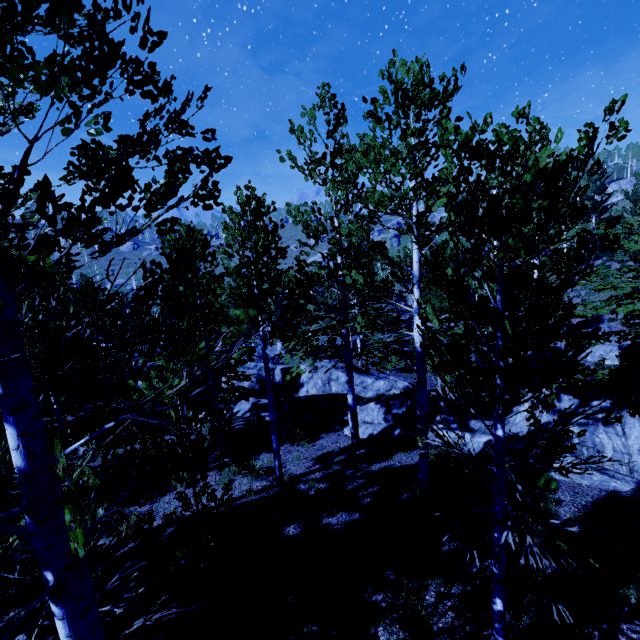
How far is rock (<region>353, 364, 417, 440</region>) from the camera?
12.1 meters

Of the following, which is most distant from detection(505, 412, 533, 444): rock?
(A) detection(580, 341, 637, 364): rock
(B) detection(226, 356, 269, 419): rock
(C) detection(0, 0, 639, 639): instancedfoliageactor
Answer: (A) detection(580, 341, 637, 364): rock

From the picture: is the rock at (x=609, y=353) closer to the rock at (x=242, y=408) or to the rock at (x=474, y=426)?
the rock at (x=474, y=426)

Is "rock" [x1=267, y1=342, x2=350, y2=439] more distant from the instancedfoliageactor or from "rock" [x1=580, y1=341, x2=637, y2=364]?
"rock" [x1=580, y1=341, x2=637, y2=364]

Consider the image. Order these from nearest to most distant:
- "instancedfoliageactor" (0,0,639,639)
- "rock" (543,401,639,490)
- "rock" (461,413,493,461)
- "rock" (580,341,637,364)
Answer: "instancedfoliageactor" (0,0,639,639), "rock" (543,401,639,490), "rock" (461,413,493,461), "rock" (580,341,637,364)

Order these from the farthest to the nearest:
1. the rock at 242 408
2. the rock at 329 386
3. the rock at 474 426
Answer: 1. the rock at 242 408
2. the rock at 329 386
3. the rock at 474 426

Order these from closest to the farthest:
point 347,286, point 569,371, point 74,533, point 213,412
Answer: point 74,533 → point 569,371 → point 213,412 → point 347,286

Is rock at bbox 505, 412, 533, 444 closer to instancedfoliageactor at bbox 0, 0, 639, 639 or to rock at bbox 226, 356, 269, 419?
instancedfoliageactor at bbox 0, 0, 639, 639
